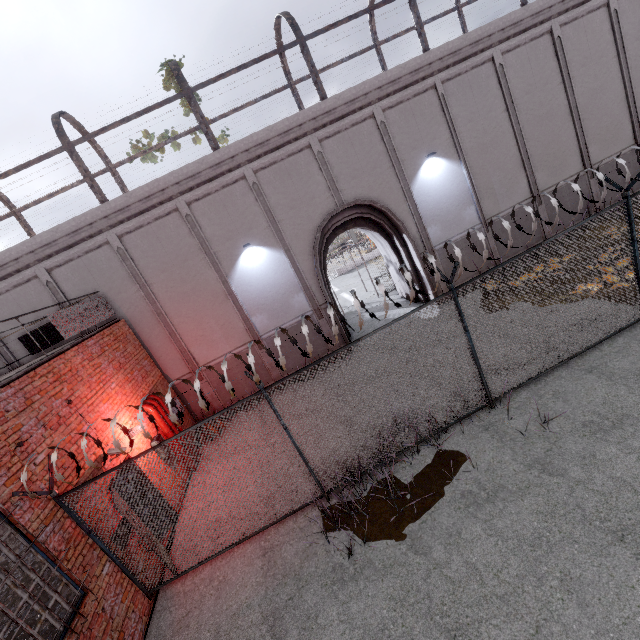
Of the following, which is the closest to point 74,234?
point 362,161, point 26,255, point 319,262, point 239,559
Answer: point 26,255

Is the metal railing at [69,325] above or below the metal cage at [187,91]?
below

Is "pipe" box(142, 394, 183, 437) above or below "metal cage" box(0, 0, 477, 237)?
below

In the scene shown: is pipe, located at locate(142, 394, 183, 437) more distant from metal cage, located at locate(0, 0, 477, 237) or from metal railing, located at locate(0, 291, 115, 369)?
metal cage, located at locate(0, 0, 477, 237)

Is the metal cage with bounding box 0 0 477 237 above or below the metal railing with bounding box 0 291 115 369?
above

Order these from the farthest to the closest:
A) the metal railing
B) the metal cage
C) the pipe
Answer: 1. the metal cage
2. the pipe
3. the metal railing

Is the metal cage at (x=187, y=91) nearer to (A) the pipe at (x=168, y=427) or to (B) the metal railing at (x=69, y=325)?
(B) the metal railing at (x=69, y=325)
